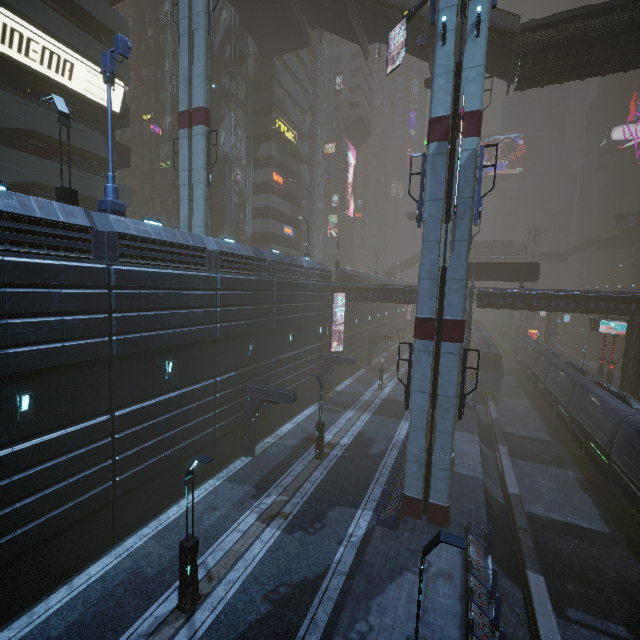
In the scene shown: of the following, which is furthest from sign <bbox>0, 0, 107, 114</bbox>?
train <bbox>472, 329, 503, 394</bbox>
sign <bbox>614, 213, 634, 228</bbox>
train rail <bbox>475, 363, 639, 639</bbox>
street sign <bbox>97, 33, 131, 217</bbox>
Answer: sign <bbox>614, 213, 634, 228</bbox>

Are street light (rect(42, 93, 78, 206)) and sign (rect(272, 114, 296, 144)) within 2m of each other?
no

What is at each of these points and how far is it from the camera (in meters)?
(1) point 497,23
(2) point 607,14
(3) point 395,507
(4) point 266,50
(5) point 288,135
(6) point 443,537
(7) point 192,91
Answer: (1) stairs, 23.31
(2) bridge, 20.91
(3) building, 15.16
(4) bridge, 35.75
(5) sign, 41.06
(6) street light, 7.52
(7) sm, 19.84

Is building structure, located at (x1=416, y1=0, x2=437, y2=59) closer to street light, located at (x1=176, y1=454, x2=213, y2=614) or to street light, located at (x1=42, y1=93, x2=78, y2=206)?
street light, located at (x1=42, y1=93, x2=78, y2=206)

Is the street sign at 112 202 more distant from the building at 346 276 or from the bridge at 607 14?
the bridge at 607 14

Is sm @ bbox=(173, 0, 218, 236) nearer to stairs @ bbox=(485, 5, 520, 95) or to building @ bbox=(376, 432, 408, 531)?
building @ bbox=(376, 432, 408, 531)

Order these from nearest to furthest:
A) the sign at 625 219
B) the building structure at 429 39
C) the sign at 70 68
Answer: the sign at 70 68 < the building structure at 429 39 < the sign at 625 219

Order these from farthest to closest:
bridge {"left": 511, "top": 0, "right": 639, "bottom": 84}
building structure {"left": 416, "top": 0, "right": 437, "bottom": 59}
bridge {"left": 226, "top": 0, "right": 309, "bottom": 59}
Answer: bridge {"left": 226, "top": 0, "right": 309, "bottom": 59}
building structure {"left": 416, "top": 0, "right": 437, "bottom": 59}
bridge {"left": 511, "top": 0, "right": 639, "bottom": 84}
